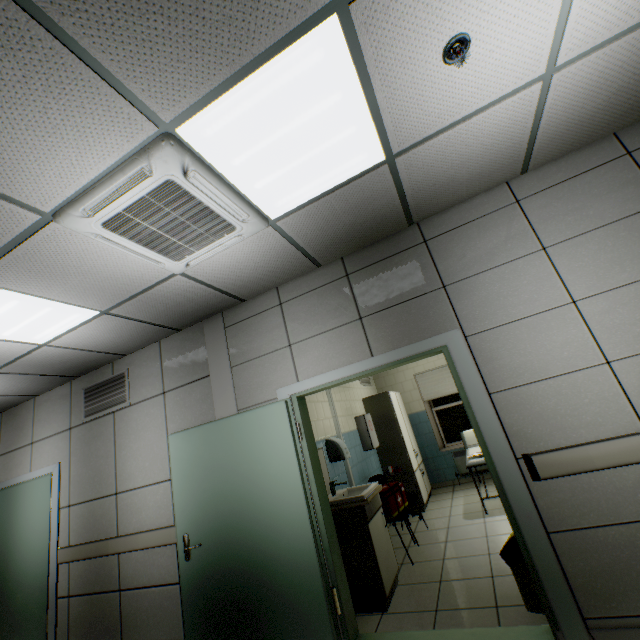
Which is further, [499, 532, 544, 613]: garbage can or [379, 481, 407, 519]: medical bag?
[379, 481, 407, 519]: medical bag

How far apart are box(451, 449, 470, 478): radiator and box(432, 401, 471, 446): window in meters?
0.2 m

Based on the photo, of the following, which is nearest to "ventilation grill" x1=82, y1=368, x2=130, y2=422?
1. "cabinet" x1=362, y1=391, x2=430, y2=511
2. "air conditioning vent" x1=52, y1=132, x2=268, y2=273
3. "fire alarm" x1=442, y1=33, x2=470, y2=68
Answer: "air conditioning vent" x1=52, y1=132, x2=268, y2=273

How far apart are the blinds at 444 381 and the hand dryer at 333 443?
3.55m

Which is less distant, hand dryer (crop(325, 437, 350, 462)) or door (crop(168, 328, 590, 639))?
door (crop(168, 328, 590, 639))

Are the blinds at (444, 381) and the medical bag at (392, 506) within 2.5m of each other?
no

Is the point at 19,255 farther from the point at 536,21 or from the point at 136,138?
the point at 536,21

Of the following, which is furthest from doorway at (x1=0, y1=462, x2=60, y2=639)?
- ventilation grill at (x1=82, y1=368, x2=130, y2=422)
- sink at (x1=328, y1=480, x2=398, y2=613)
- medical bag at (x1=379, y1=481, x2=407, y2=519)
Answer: medical bag at (x1=379, y1=481, x2=407, y2=519)
